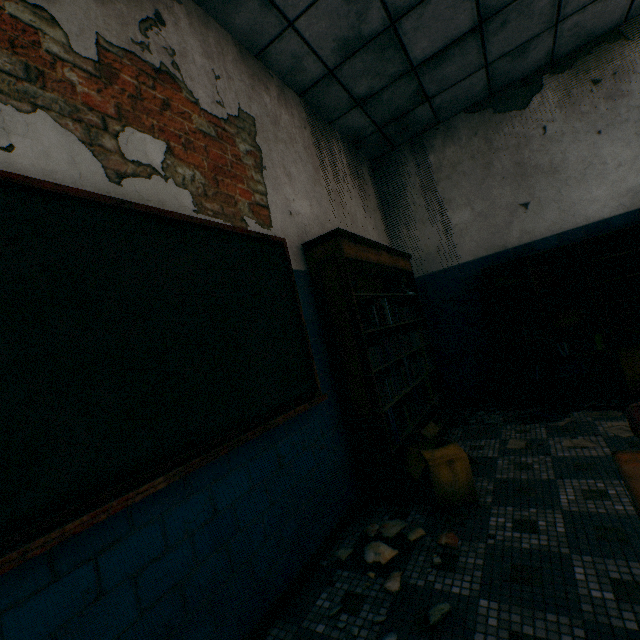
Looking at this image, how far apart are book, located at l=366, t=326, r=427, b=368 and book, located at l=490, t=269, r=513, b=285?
1.1 meters

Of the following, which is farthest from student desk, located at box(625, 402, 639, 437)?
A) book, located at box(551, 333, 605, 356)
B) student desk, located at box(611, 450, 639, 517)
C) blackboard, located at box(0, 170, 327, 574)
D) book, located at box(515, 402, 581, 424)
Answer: book, located at box(551, 333, 605, 356)

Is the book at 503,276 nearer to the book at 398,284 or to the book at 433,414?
the book at 398,284

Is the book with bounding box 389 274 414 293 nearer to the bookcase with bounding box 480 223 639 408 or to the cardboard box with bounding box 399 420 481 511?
the bookcase with bounding box 480 223 639 408

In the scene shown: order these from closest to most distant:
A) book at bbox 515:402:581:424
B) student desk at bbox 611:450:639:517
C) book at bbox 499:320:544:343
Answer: student desk at bbox 611:450:639:517 → book at bbox 515:402:581:424 → book at bbox 499:320:544:343

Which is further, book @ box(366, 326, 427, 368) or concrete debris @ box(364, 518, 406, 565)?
book @ box(366, 326, 427, 368)

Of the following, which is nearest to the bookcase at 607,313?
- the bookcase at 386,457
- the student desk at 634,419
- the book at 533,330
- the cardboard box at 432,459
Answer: the book at 533,330

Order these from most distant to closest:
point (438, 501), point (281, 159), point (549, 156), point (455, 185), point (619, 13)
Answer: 1. point (455, 185)
2. point (549, 156)
3. point (619, 13)
4. point (281, 159)
5. point (438, 501)
